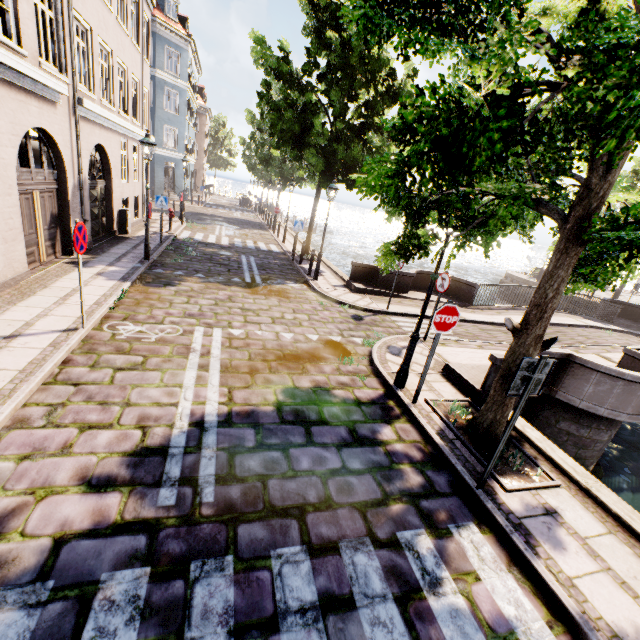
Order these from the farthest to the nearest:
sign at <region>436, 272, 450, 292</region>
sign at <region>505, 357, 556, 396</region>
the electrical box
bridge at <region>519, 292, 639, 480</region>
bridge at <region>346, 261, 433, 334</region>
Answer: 1. the electrical box
2. bridge at <region>346, 261, 433, 334</region>
3. sign at <region>436, 272, 450, 292</region>
4. bridge at <region>519, 292, 639, 480</region>
5. sign at <region>505, 357, 556, 396</region>

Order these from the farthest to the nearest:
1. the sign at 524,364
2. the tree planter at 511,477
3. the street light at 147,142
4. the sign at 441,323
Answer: the street light at 147,142 < the sign at 441,323 < the tree planter at 511,477 < the sign at 524,364

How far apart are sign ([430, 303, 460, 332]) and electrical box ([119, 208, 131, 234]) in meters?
13.9 m

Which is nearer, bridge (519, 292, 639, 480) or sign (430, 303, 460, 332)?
sign (430, 303, 460, 332)

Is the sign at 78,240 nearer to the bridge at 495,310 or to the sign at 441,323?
the sign at 441,323

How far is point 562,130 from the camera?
2.7 meters

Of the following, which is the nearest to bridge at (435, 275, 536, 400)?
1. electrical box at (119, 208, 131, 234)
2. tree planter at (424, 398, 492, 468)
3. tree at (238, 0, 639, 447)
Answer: tree planter at (424, 398, 492, 468)

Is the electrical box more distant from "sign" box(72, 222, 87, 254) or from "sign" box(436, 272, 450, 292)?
"sign" box(436, 272, 450, 292)
